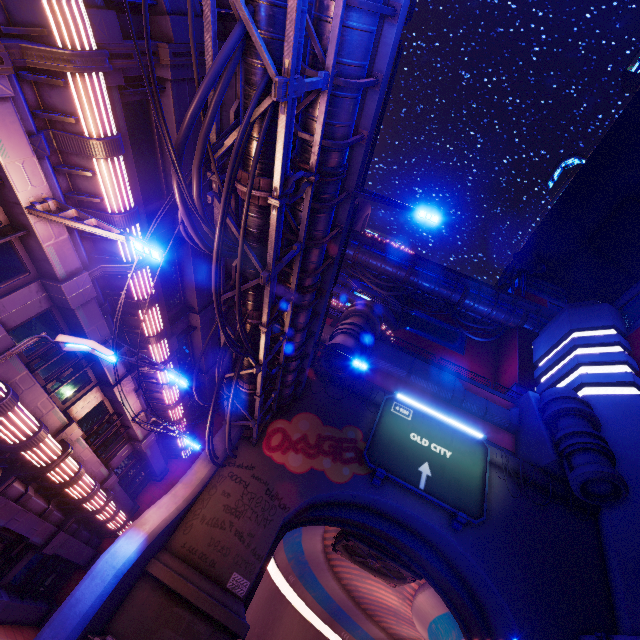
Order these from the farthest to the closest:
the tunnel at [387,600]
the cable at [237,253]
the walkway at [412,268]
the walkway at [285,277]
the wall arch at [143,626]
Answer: the walkway at [412,268] → the tunnel at [387,600] → the wall arch at [143,626] → the walkway at [285,277] → the cable at [237,253]

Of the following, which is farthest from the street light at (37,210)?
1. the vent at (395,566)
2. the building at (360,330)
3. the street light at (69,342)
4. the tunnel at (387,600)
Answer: the vent at (395,566)

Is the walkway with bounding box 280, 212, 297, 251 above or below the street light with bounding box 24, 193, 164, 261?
above

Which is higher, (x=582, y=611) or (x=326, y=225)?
(x=326, y=225)

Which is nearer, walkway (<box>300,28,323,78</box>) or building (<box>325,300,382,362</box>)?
walkway (<box>300,28,323,78</box>)

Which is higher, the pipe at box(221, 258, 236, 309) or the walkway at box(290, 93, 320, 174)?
the walkway at box(290, 93, 320, 174)

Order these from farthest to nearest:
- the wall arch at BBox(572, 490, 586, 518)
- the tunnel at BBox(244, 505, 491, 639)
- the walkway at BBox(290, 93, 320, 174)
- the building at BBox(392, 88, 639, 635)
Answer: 1. the wall arch at BBox(572, 490, 586, 518)
2. the tunnel at BBox(244, 505, 491, 639)
3. the building at BBox(392, 88, 639, 635)
4. the walkway at BBox(290, 93, 320, 174)

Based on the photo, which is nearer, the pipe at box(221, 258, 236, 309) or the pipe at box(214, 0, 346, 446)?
the pipe at box(214, 0, 346, 446)
